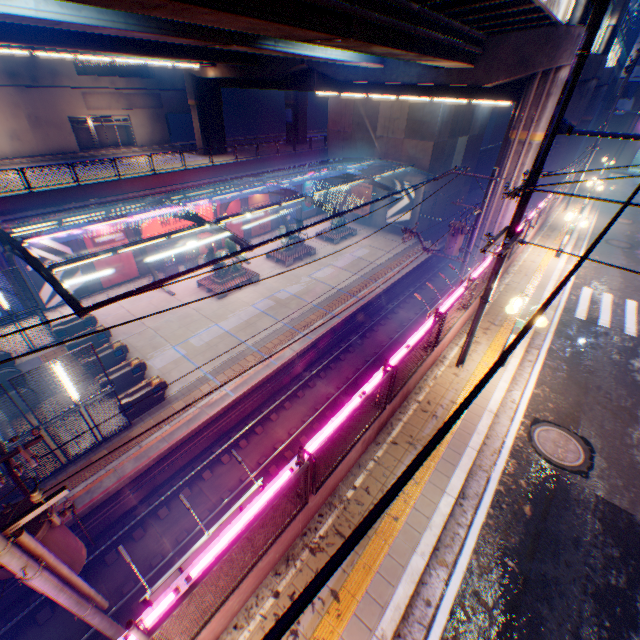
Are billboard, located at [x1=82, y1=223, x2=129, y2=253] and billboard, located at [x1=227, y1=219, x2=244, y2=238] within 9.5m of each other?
yes

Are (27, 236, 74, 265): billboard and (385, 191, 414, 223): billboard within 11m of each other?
no

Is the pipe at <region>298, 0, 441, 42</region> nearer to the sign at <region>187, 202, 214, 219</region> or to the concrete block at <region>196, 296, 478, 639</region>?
the concrete block at <region>196, 296, 478, 639</region>

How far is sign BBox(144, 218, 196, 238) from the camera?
24.0 meters

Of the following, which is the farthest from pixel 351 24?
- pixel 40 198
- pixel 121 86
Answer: pixel 121 86

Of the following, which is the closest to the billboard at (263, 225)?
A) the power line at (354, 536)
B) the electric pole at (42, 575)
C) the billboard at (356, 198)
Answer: the billboard at (356, 198)

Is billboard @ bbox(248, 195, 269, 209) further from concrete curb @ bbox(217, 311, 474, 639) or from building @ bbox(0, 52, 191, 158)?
concrete curb @ bbox(217, 311, 474, 639)

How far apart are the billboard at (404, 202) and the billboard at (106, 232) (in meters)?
24.00
